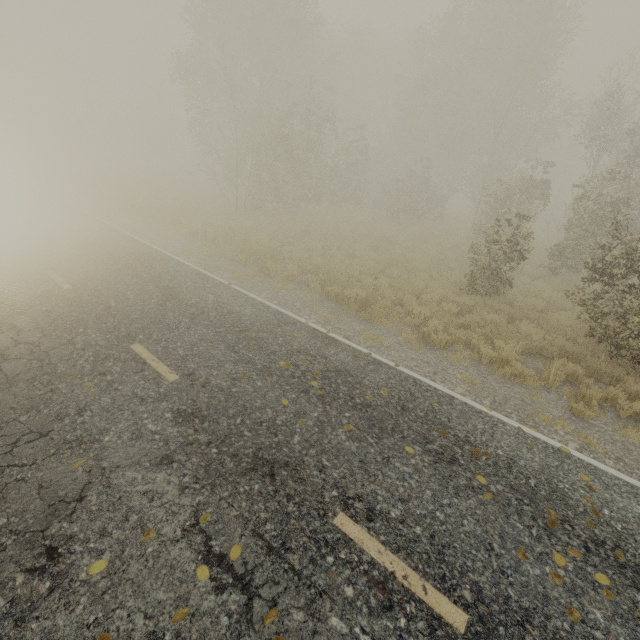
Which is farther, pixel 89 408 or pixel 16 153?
pixel 16 153
